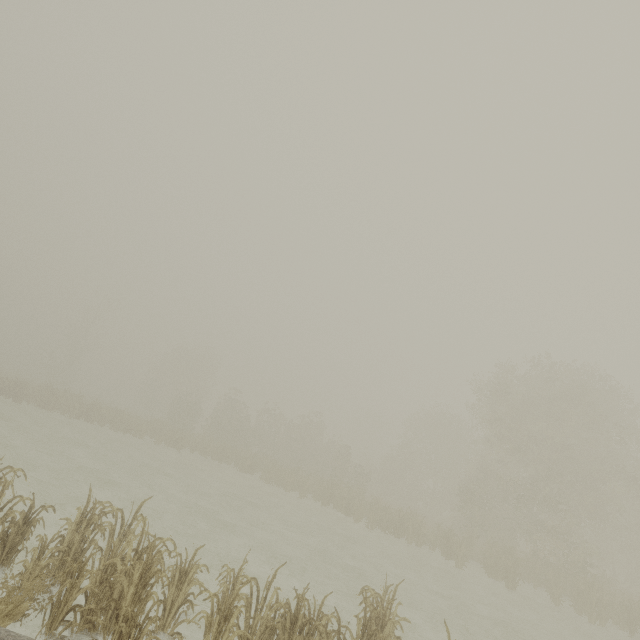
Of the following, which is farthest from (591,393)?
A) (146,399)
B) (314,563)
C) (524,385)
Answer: (146,399)
